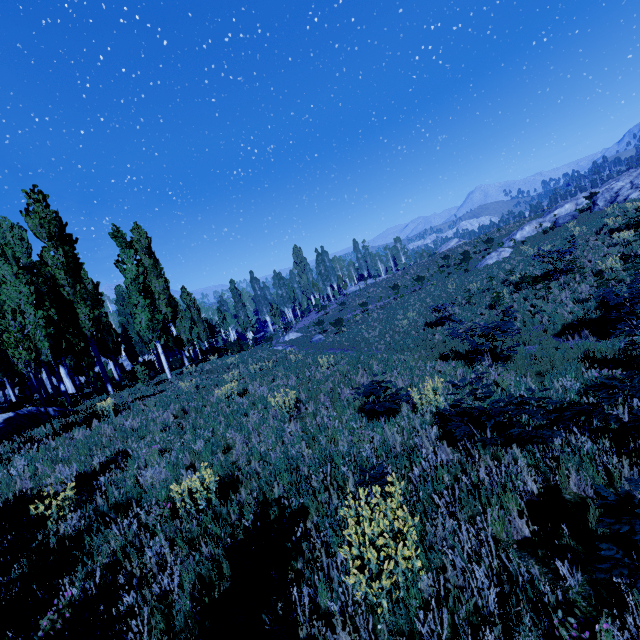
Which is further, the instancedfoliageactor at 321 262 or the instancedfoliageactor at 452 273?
the instancedfoliageactor at 321 262

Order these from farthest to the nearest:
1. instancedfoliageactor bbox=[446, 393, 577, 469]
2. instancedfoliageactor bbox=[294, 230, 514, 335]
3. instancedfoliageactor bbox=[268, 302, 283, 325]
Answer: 1. instancedfoliageactor bbox=[268, 302, 283, 325]
2. instancedfoliageactor bbox=[294, 230, 514, 335]
3. instancedfoliageactor bbox=[446, 393, 577, 469]

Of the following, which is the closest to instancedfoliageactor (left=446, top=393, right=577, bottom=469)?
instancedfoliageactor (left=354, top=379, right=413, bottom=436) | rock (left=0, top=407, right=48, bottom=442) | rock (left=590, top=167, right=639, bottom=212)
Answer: instancedfoliageactor (left=354, top=379, right=413, bottom=436)

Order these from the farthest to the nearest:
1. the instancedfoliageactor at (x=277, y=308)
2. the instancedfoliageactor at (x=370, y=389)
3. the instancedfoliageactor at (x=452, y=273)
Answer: the instancedfoliageactor at (x=277, y=308) → the instancedfoliageactor at (x=452, y=273) → the instancedfoliageactor at (x=370, y=389)

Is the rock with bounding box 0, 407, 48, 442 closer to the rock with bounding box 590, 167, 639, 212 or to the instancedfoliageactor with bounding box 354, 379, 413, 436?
the instancedfoliageactor with bounding box 354, 379, 413, 436

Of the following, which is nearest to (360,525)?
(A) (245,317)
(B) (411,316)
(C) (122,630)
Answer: (C) (122,630)

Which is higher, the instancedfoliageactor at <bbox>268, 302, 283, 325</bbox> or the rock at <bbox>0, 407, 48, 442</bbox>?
the instancedfoliageactor at <bbox>268, 302, 283, 325</bbox>

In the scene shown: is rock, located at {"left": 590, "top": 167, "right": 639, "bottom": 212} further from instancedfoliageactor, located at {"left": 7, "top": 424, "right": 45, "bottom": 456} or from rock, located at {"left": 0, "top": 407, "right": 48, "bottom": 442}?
rock, located at {"left": 0, "top": 407, "right": 48, "bottom": 442}
